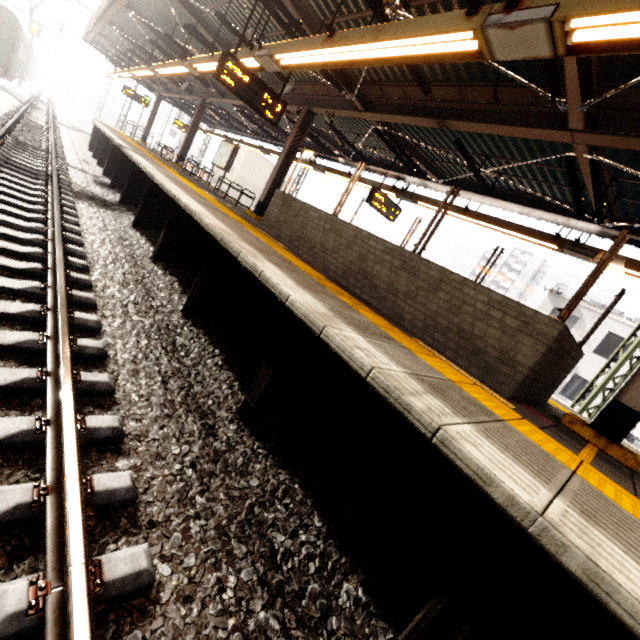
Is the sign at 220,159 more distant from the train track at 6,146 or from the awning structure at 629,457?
the train track at 6,146

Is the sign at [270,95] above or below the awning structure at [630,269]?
below

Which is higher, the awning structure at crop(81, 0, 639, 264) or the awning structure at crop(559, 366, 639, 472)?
the awning structure at crop(81, 0, 639, 264)

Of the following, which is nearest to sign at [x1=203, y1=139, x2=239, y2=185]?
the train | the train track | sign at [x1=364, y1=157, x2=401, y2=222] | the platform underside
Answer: the platform underside

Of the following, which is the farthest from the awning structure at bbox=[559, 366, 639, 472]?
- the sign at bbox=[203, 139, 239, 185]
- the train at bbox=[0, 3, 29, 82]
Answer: the train at bbox=[0, 3, 29, 82]

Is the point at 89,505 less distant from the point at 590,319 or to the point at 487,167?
the point at 487,167

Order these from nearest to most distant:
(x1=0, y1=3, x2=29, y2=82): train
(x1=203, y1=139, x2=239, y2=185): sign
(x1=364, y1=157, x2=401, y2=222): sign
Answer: (x1=364, y1=157, x2=401, y2=222): sign
(x1=203, y1=139, x2=239, y2=185): sign
(x1=0, y1=3, x2=29, y2=82): train

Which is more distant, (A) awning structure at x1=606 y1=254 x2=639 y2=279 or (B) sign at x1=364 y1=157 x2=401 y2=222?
(B) sign at x1=364 y1=157 x2=401 y2=222
